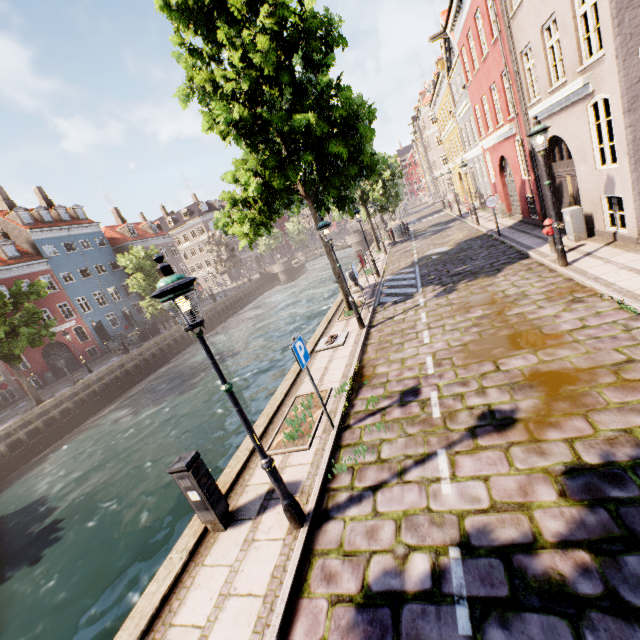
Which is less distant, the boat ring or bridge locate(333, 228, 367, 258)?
the boat ring

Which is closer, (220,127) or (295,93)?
(220,127)

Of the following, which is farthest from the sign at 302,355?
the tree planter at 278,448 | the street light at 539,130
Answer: the street light at 539,130

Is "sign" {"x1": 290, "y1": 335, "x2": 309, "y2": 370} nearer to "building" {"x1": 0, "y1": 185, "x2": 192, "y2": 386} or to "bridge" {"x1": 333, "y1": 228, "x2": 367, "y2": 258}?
"building" {"x1": 0, "y1": 185, "x2": 192, "y2": 386}

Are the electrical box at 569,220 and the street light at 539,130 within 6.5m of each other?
yes

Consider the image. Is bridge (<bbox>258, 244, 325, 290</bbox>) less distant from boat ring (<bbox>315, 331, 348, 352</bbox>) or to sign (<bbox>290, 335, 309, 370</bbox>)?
boat ring (<bbox>315, 331, 348, 352</bbox>)

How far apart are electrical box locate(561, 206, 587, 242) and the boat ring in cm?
788

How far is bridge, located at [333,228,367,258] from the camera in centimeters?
4484cm
